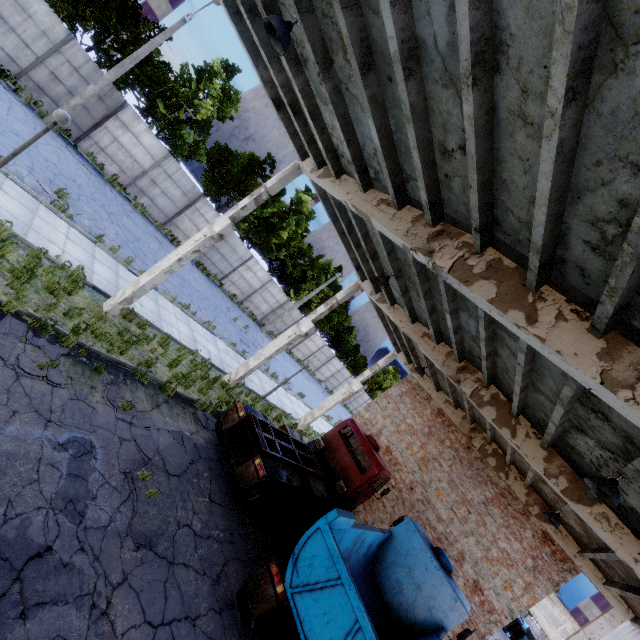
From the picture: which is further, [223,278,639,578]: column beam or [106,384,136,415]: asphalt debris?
[106,384,136,415]: asphalt debris

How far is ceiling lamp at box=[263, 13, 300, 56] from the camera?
4.98m

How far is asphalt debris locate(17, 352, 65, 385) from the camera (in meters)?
6.36

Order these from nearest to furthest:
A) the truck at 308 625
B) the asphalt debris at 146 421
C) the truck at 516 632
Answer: the truck at 308 625 < the asphalt debris at 146 421 < the truck at 516 632

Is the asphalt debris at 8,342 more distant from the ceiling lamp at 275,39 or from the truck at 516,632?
the truck at 516,632

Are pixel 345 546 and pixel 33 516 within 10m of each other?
yes

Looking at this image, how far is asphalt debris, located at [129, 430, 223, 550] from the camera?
6.5 meters

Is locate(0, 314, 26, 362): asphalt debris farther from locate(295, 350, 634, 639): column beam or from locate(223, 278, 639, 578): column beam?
locate(295, 350, 634, 639): column beam
